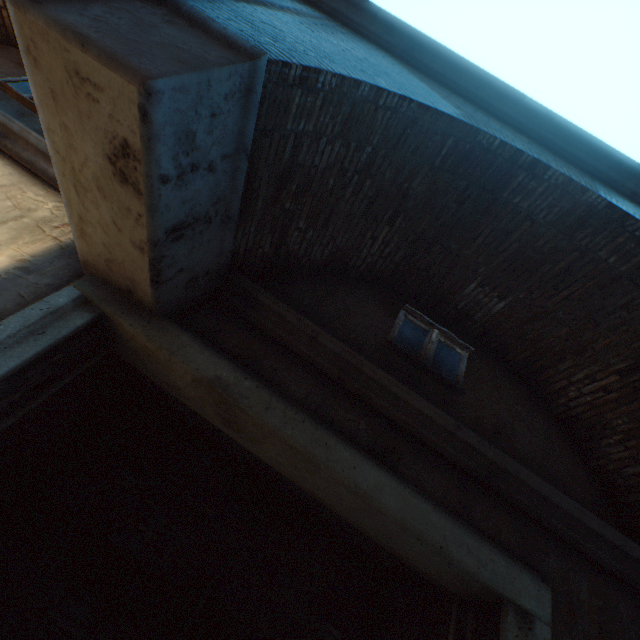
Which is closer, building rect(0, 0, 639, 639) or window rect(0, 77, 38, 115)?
building rect(0, 0, 639, 639)

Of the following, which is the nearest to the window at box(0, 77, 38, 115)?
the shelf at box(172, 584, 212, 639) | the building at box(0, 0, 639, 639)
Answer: the building at box(0, 0, 639, 639)

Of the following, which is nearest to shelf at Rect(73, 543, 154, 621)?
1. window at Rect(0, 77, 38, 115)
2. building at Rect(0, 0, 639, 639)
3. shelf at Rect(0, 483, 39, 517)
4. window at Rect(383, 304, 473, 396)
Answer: building at Rect(0, 0, 639, 639)

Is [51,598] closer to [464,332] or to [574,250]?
[464,332]

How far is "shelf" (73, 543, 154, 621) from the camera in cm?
334

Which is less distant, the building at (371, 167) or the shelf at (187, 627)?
the building at (371, 167)

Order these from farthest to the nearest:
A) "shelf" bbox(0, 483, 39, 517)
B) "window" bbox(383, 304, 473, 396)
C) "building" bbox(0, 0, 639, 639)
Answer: "window" bbox(383, 304, 473, 396), "shelf" bbox(0, 483, 39, 517), "building" bbox(0, 0, 639, 639)

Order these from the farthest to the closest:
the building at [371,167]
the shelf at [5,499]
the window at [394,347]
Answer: the window at [394,347] < the shelf at [5,499] < the building at [371,167]
